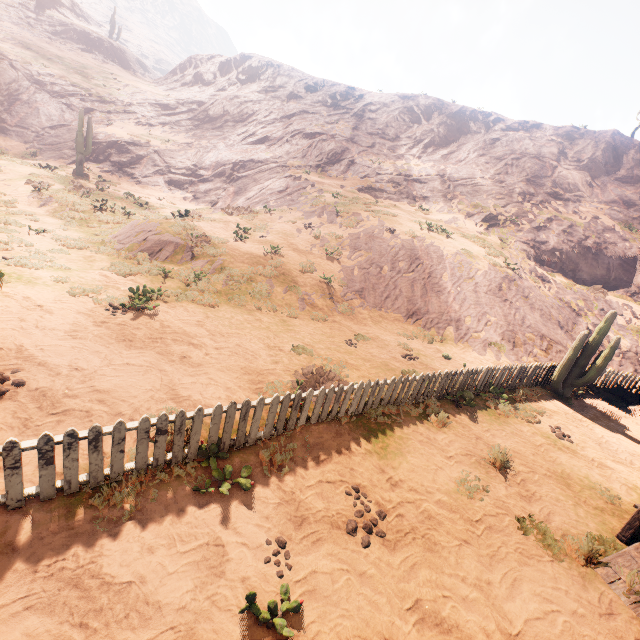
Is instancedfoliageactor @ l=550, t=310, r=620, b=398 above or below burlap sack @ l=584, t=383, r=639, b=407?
above

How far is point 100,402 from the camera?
5.4 meters

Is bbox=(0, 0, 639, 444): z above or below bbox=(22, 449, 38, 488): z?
above

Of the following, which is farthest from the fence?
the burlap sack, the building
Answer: the building

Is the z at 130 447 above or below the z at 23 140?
below

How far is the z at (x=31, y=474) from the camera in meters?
4.1 m

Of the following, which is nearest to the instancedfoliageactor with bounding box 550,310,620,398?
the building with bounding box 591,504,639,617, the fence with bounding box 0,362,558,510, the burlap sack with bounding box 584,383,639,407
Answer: the fence with bounding box 0,362,558,510

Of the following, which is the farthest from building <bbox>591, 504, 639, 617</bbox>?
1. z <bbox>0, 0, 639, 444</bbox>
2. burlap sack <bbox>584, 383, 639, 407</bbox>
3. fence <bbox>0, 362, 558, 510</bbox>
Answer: fence <bbox>0, 362, 558, 510</bbox>
